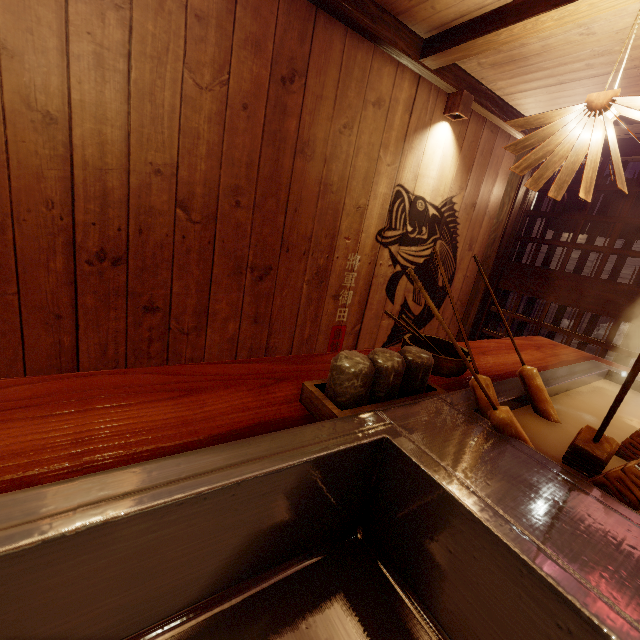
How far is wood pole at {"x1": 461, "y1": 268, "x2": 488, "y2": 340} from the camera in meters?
6.3

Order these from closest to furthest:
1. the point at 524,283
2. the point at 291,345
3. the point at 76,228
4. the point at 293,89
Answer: the point at 76,228 < the point at 293,89 < the point at 291,345 < the point at 524,283

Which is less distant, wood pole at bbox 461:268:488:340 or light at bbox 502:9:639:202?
light at bbox 502:9:639:202

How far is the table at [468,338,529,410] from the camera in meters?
2.0

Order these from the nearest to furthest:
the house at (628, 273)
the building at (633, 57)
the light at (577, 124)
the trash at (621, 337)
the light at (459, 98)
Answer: the light at (577, 124), the building at (633, 57), the light at (459, 98), the trash at (621, 337), the house at (628, 273)

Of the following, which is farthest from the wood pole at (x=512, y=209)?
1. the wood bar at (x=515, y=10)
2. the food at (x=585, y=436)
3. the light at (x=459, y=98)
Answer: the food at (x=585, y=436)

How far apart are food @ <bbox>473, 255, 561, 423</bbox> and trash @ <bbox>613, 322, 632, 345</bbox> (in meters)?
11.92

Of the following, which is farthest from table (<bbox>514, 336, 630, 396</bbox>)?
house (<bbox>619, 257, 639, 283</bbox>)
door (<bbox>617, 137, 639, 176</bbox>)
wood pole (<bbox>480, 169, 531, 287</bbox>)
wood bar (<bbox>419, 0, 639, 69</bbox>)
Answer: house (<bbox>619, 257, 639, 283</bbox>)
